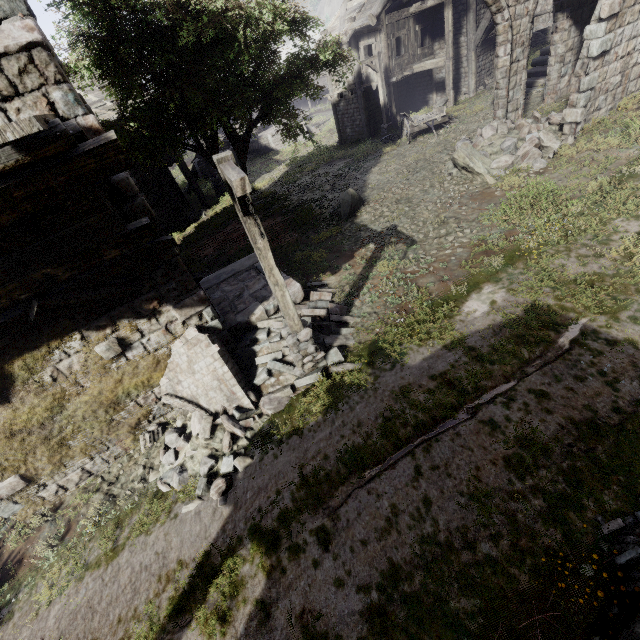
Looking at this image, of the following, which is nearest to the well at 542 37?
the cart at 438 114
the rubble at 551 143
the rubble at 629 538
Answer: Answer: the cart at 438 114

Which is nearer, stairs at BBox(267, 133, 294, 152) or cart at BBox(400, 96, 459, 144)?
cart at BBox(400, 96, 459, 144)

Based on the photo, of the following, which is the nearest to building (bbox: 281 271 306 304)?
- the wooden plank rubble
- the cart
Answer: the wooden plank rubble

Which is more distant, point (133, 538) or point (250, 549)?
point (133, 538)

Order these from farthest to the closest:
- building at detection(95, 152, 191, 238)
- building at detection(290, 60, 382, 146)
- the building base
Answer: the building base → building at detection(290, 60, 382, 146) → building at detection(95, 152, 191, 238)

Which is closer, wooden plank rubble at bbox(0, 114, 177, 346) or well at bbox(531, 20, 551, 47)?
wooden plank rubble at bbox(0, 114, 177, 346)

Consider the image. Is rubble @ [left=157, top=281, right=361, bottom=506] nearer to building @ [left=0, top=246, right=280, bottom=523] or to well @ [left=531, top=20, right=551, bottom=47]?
building @ [left=0, top=246, right=280, bottom=523]

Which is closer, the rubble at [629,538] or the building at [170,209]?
the rubble at [629,538]
